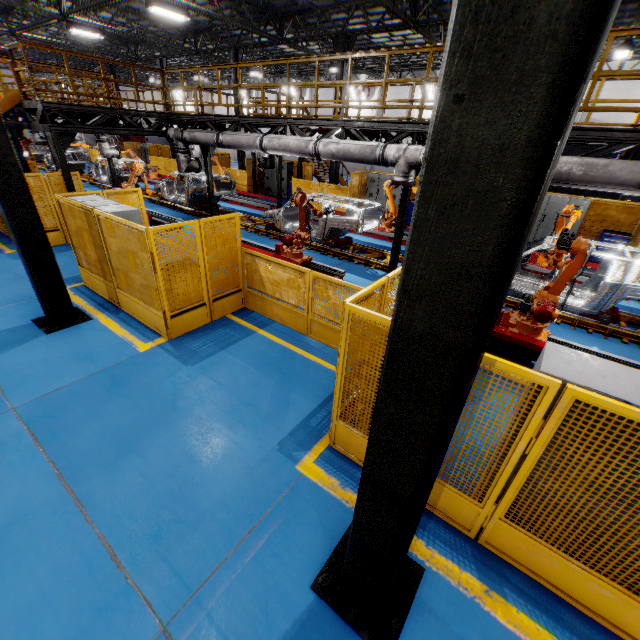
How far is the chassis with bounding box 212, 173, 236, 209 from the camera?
15.2 meters

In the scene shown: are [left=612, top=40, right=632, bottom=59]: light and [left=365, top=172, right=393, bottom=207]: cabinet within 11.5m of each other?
yes

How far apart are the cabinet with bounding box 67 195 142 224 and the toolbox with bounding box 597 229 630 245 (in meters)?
15.49

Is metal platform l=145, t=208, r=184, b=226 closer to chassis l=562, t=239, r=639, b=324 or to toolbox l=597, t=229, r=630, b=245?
chassis l=562, t=239, r=639, b=324

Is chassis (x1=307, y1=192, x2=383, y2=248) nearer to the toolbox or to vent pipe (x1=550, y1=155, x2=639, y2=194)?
vent pipe (x1=550, y1=155, x2=639, y2=194)

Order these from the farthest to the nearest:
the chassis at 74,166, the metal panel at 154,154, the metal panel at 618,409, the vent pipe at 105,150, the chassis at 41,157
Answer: the metal panel at 154,154
the chassis at 41,157
the chassis at 74,166
the vent pipe at 105,150
the metal panel at 618,409

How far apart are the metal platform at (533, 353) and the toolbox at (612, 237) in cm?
852

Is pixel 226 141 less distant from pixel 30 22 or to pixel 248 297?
pixel 248 297
